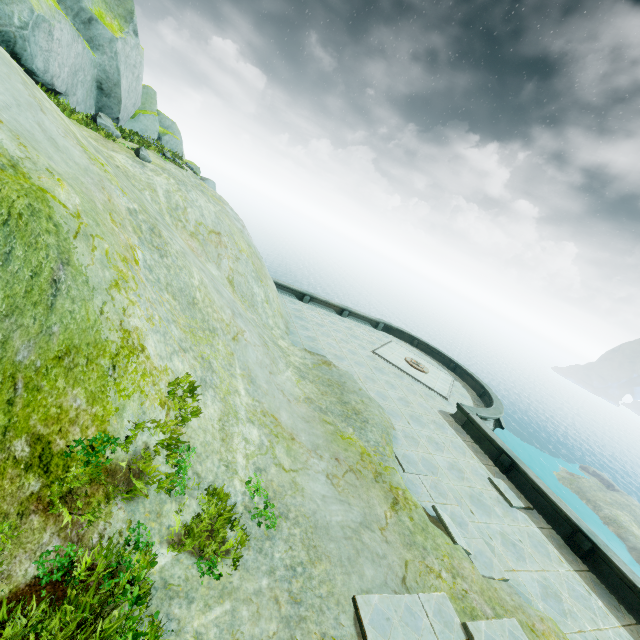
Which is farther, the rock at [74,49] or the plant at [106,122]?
the plant at [106,122]

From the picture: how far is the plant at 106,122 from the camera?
11.45m

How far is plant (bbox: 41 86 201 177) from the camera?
11.4 meters

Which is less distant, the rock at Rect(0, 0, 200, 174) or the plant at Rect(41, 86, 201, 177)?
the rock at Rect(0, 0, 200, 174)

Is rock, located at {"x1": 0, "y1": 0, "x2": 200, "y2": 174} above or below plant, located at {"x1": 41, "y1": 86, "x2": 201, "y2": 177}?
above

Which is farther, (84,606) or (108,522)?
(108,522)
